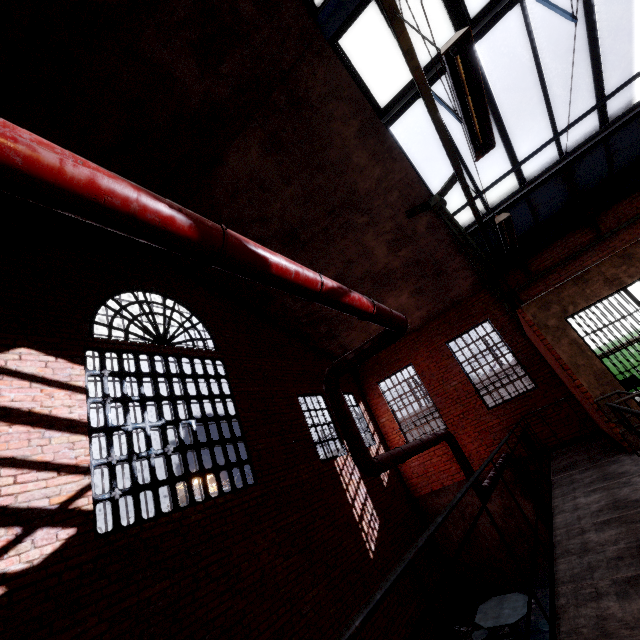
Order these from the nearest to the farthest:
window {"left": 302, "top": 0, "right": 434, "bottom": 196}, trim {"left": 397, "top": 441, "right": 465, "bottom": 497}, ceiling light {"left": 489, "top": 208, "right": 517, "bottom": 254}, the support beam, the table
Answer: the support beam < ceiling light {"left": 489, "top": 208, "right": 517, "bottom": 254} < window {"left": 302, "top": 0, "right": 434, "bottom": 196} < the table < trim {"left": 397, "top": 441, "right": 465, "bottom": 497}

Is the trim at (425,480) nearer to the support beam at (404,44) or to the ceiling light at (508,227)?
the support beam at (404,44)

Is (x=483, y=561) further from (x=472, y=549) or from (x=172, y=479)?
(x=172, y=479)

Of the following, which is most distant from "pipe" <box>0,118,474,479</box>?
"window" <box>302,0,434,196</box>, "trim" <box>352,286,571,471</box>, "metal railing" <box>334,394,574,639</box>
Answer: "window" <box>302,0,434,196</box>

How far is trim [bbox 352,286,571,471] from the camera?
9.70m

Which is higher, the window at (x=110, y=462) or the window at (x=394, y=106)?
the window at (x=394, y=106)

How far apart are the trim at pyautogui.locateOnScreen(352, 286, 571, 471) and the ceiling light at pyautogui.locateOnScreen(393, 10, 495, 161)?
8.74m
